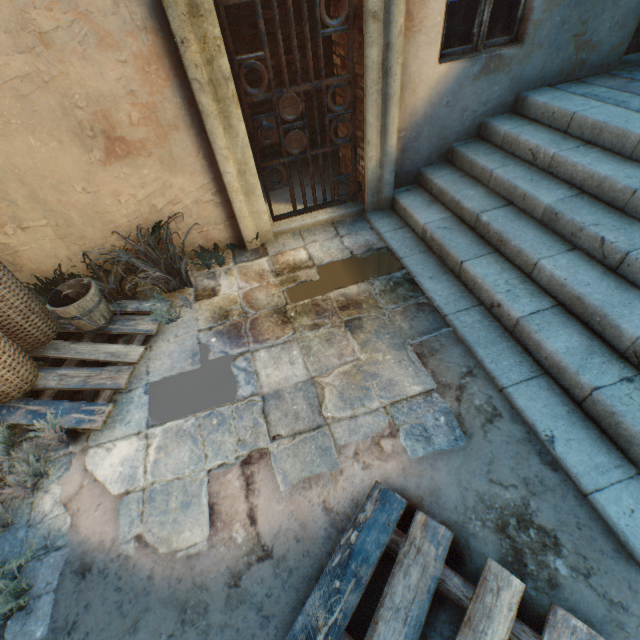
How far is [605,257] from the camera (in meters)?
2.62

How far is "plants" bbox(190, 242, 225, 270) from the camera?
3.8m

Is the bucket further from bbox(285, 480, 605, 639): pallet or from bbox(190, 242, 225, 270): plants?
bbox(285, 480, 605, 639): pallet

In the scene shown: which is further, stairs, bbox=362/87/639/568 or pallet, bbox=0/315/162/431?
pallet, bbox=0/315/162/431

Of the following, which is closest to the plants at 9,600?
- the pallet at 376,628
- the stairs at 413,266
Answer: the pallet at 376,628

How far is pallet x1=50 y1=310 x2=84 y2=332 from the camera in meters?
3.4

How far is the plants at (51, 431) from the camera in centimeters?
250cm
